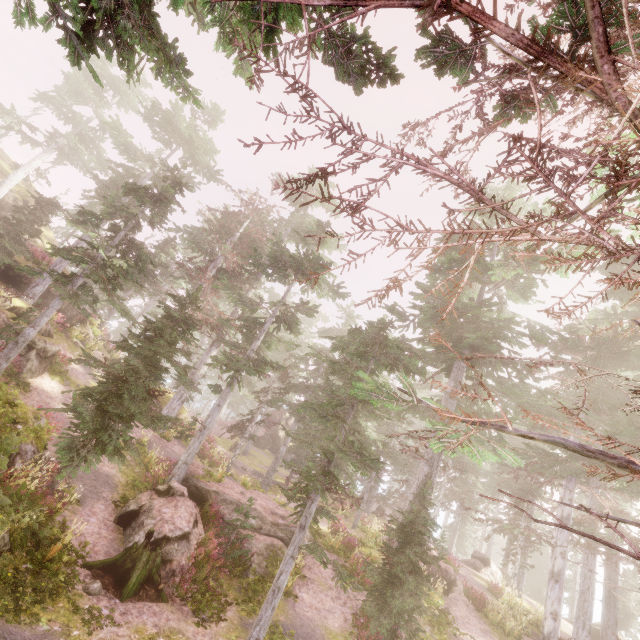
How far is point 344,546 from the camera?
18.0m

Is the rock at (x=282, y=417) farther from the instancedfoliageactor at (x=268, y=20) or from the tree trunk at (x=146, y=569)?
the tree trunk at (x=146, y=569)

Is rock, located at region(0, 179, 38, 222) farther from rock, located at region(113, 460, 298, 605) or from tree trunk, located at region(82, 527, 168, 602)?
rock, located at region(113, 460, 298, 605)

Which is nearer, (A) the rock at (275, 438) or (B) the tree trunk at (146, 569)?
(B) the tree trunk at (146, 569)

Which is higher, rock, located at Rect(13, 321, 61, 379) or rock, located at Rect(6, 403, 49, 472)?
rock, located at Rect(13, 321, 61, 379)

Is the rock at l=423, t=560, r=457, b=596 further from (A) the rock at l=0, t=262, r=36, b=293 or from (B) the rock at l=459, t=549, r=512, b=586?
(A) the rock at l=0, t=262, r=36, b=293

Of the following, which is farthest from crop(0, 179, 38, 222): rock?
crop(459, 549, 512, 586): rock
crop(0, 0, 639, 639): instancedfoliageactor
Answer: crop(459, 549, 512, 586): rock

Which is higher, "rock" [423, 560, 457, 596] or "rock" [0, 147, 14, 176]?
"rock" [0, 147, 14, 176]
